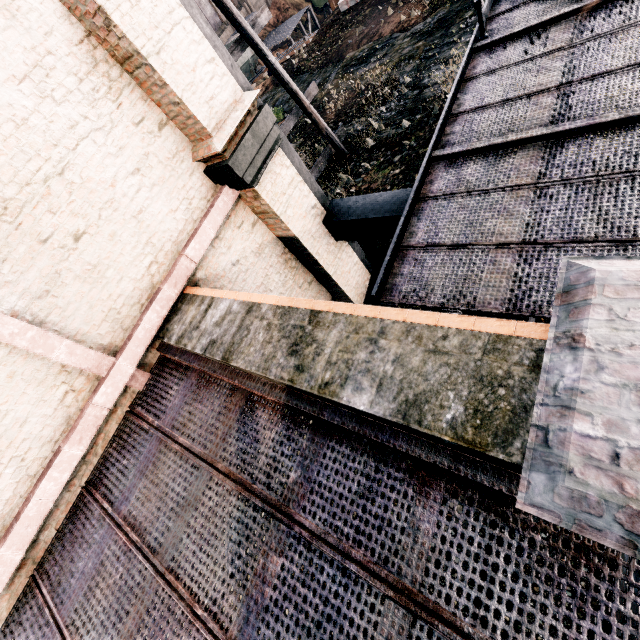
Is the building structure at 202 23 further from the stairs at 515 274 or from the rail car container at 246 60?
the rail car container at 246 60

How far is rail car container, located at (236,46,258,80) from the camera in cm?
3000

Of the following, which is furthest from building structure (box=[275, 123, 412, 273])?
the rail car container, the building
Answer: the rail car container

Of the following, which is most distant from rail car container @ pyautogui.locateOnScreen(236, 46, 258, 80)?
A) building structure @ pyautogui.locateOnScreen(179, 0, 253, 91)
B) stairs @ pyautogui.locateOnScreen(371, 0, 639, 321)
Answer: stairs @ pyautogui.locateOnScreen(371, 0, 639, 321)

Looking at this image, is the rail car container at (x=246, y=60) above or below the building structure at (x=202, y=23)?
below

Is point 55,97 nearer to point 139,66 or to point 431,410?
point 139,66

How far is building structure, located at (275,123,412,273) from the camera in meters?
6.4 m
